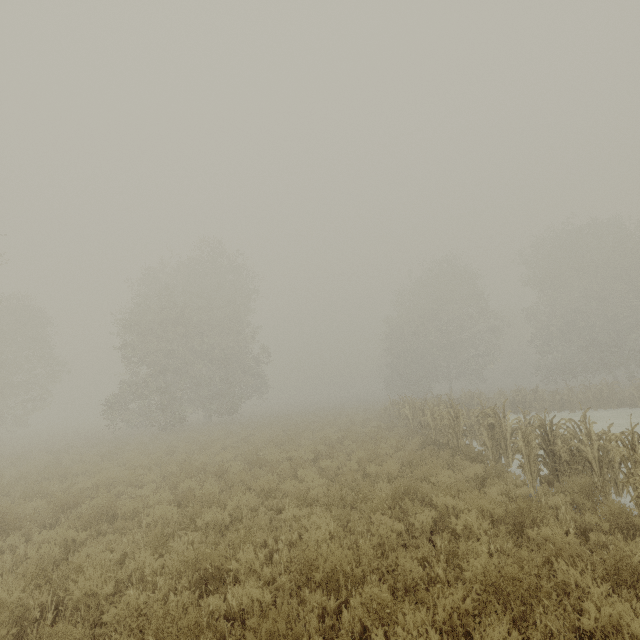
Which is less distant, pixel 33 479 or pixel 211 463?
pixel 33 479
